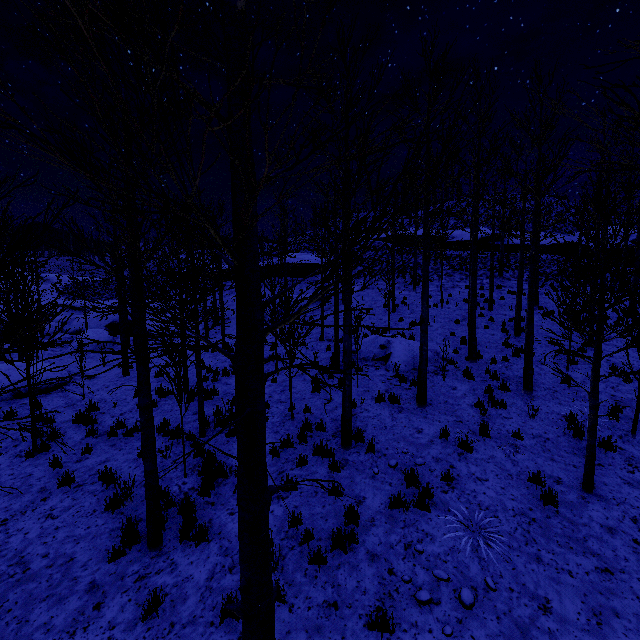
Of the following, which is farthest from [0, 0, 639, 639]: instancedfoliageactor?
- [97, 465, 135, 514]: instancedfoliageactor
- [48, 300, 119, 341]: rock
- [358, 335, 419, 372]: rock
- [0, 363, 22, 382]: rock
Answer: [48, 300, 119, 341]: rock

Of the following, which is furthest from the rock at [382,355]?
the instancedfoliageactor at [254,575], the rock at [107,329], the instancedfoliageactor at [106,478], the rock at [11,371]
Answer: the rock at [107,329]

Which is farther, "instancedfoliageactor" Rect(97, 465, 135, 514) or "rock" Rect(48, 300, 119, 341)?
"rock" Rect(48, 300, 119, 341)

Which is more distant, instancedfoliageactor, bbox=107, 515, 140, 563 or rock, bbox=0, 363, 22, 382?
rock, bbox=0, 363, 22, 382

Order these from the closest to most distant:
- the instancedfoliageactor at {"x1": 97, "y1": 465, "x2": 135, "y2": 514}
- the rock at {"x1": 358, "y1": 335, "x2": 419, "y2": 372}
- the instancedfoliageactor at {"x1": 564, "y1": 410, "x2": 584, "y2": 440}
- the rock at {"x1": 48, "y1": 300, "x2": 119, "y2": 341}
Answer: the instancedfoliageactor at {"x1": 97, "y1": 465, "x2": 135, "y2": 514}, the instancedfoliageactor at {"x1": 564, "y1": 410, "x2": 584, "y2": 440}, the rock at {"x1": 358, "y1": 335, "x2": 419, "y2": 372}, the rock at {"x1": 48, "y1": 300, "x2": 119, "y2": 341}

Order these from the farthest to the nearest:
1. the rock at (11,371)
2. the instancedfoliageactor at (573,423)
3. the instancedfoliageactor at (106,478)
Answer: the rock at (11,371) → the instancedfoliageactor at (573,423) → the instancedfoliageactor at (106,478)

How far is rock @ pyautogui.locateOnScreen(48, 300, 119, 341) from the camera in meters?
22.0

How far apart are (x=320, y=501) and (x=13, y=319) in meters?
7.8 m
